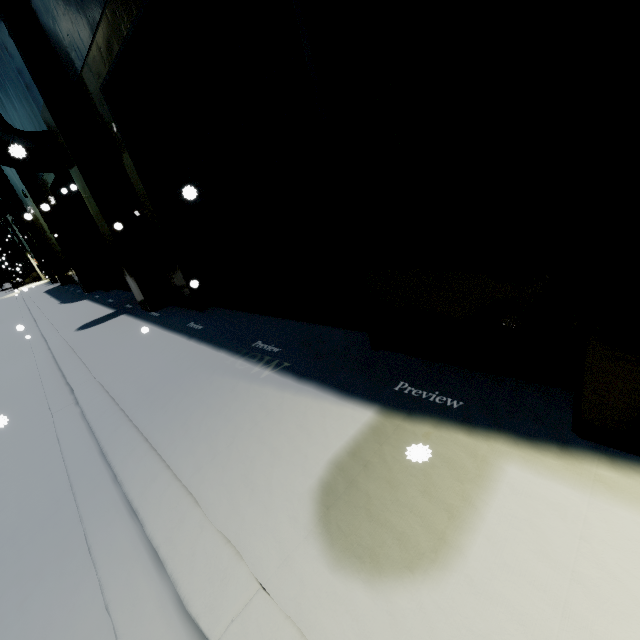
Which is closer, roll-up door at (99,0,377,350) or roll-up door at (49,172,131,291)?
roll-up door at (99,0,377,350)

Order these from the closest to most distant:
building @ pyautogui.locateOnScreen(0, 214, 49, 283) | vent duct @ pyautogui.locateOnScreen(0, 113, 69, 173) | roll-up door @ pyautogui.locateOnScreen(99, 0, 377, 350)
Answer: roll-up door @ pyautogui.locateOnScreen(99, 0, 377, 350)
vent duct @ pyautogui.locateOnScreen(0, 113, 69, 173)
building @ pyautogui.locateOnScreen(0, 214, 49, 283)

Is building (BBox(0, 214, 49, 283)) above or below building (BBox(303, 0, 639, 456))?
above

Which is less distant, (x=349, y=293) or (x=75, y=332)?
(x=349, y=293)

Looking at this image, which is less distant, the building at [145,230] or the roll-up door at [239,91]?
the roll-up door at [239,91]

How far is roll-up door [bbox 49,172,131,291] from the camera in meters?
11.6

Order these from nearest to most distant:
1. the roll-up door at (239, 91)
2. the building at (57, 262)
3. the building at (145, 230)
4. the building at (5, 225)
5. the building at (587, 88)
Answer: the building at (587, 88) < the roll-up door at (239, 91) < the building at (145, 230) < the building at (57, 262) < the building at (5, 225)

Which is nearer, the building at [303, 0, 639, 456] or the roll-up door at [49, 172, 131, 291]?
the building at [303, 0, 639, 456]
